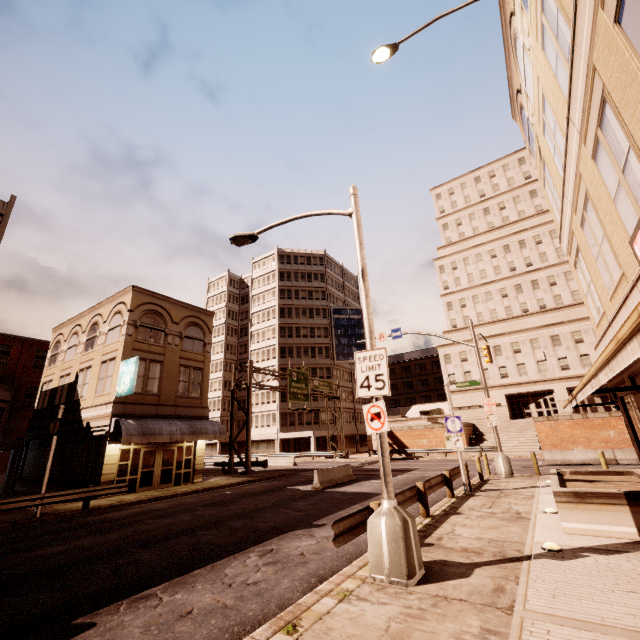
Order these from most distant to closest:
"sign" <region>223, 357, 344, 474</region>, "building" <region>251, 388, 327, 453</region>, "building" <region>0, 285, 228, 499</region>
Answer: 1. "building" <region>251, 388, 327, 453</region>
2. "sign" <region>223, 357, 344, 474</region>
3. "building" <region>0, 285, 228, 499</region>

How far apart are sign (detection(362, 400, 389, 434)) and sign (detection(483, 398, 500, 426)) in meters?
14.9 m

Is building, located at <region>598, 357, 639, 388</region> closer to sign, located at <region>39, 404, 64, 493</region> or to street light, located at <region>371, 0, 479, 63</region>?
street light, located at <region>371, 0, 479, 63</region>

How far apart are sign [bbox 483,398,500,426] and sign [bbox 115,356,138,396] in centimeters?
2086cm

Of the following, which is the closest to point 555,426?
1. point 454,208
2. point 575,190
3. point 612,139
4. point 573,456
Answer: point 573,456

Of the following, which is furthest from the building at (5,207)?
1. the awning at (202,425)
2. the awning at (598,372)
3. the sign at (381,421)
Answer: the awning at (598,372)

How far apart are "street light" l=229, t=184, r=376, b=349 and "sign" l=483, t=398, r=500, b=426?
14.5 meters

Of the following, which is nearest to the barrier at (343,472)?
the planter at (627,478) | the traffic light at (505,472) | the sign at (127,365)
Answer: the traffic light at (505,472)
